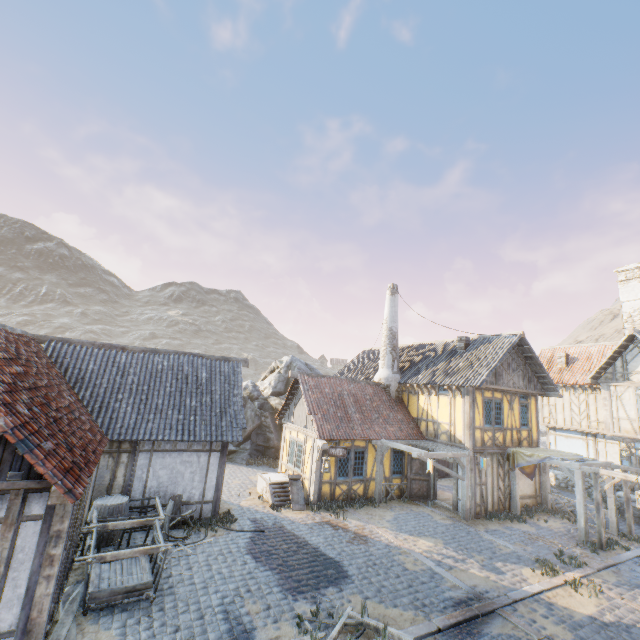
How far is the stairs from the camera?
14.0 meters

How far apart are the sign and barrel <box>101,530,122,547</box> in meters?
7.7 m

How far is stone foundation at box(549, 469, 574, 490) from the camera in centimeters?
2148cm

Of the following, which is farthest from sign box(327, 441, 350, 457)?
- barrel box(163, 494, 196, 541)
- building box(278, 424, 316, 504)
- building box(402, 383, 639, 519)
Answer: barrel box(163, 494, 196, 541)

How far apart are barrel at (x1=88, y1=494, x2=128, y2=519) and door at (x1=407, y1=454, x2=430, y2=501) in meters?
12.4 m

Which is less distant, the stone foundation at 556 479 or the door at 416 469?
the door at 416 469

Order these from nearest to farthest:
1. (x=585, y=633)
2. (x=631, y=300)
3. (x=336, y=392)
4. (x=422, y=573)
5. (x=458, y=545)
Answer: (x=585, y=633), (x=422, y=573), (x=458, y=545), (x=336, y=392), (x=631, y=300)

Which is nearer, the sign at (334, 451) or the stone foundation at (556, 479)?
the sign at (334, 451)
